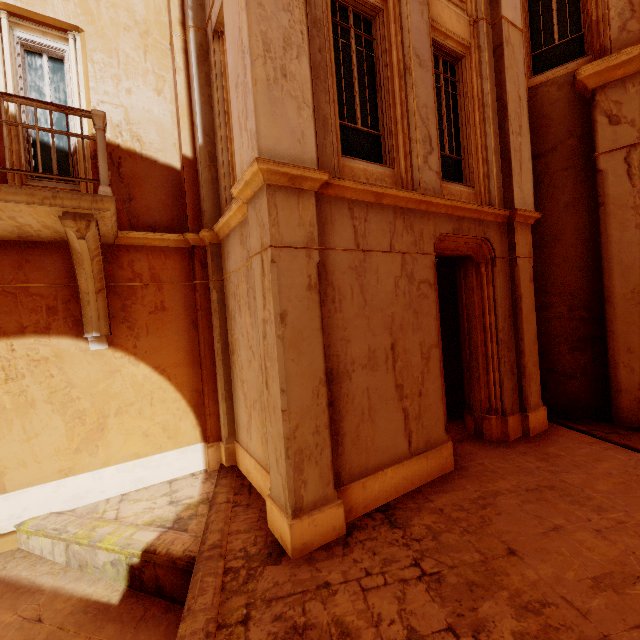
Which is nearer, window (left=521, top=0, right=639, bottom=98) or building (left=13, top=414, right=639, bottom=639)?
building (left=13, top=414, right=639, bottom=639)

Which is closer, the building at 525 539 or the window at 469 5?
the building at 525 539

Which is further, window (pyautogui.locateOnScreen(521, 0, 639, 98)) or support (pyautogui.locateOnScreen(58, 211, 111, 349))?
window (pyautogui.locateOnScreen(521, 0, 639, 98))

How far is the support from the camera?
4.16m

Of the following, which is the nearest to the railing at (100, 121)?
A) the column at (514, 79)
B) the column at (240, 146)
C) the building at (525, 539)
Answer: the column at (240, 146)

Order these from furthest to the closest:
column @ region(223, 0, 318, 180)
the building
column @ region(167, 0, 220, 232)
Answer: column @ region(167, 0, 220, 232)
column @ region(223, 0, 318, 180)
the building

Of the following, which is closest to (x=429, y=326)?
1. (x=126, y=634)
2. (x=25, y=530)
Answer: (x=126, y=634)

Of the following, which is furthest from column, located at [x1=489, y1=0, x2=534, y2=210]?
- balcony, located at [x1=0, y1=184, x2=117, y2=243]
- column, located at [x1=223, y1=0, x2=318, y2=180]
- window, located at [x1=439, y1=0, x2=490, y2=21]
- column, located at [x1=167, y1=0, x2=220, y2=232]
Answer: balcony, located at [x1=0, y1=184, x2=117, y2=243]
